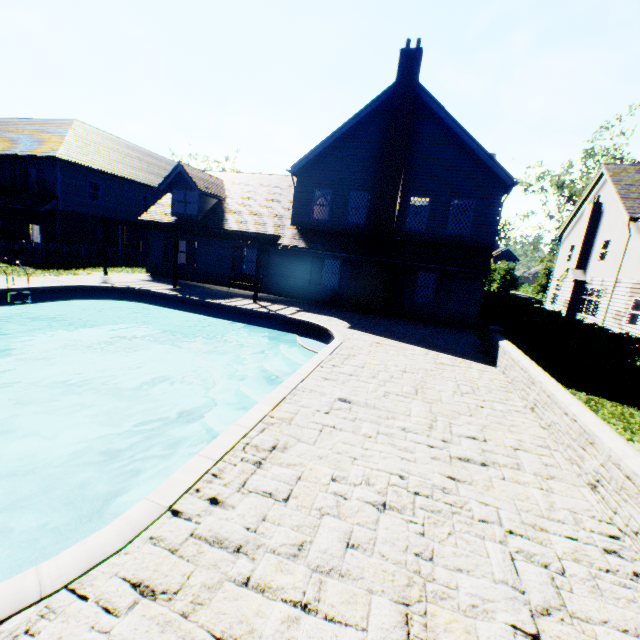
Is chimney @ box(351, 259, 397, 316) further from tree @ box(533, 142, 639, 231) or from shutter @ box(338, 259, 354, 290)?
tree @ box(533, 142, 639, 231)

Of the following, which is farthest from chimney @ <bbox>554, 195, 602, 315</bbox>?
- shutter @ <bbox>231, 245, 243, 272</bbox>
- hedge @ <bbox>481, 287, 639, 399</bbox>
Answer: shutter @ <bbox>231, 245, 243, 272</bbox>

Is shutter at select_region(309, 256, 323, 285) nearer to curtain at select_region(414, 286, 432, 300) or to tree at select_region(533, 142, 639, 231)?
curtain at select_region(414, 286, 432, 300)

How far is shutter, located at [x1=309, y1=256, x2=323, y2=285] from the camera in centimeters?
1769cm

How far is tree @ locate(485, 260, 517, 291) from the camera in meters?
44.1

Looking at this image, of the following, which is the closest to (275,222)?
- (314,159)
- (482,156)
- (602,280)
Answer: (314,159)

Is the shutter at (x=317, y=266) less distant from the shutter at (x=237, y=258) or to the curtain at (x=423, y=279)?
the shutter at (x=237, y=258)

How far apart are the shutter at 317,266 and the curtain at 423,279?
5.1 meters
